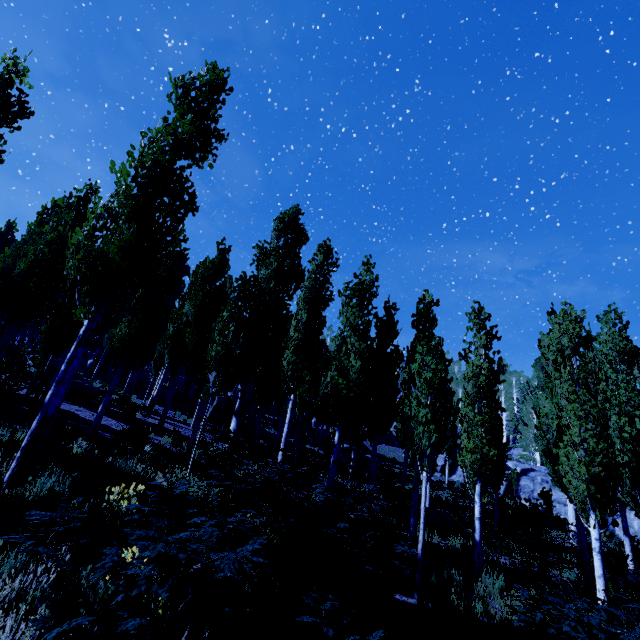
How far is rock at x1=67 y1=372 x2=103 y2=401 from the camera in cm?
1669

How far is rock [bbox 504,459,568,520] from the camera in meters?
27.6

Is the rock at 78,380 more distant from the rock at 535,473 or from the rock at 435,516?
the rock at 535,473

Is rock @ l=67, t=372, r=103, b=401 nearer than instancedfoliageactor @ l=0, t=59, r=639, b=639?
No

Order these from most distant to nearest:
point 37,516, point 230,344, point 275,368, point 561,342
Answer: point 275,368
point 230,344
point 561,342
point 37,516

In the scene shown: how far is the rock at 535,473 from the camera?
27.6 meters

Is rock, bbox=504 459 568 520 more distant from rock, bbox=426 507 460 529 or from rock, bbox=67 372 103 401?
rock, bbox=67 372 103 401

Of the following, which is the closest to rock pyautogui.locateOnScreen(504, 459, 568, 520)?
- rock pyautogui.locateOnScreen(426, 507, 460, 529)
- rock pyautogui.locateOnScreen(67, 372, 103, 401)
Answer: rock pyautogui.locateOnScreen(426, 507, 460, 529)
